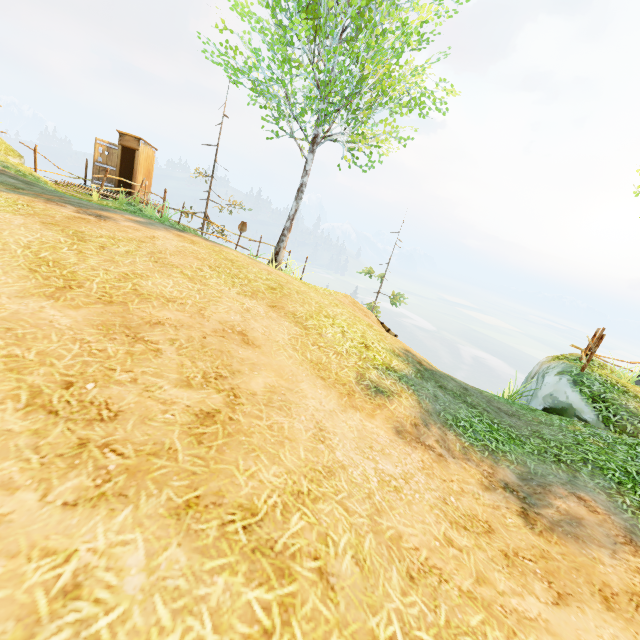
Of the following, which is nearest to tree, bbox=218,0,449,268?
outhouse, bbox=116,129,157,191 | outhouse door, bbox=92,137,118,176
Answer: outhouse, bbox=116,129,157,191

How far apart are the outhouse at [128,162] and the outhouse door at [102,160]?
0.0m

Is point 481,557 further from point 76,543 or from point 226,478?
point 76,543

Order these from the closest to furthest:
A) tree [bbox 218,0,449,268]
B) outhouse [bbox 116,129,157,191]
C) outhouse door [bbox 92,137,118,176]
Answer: tree [bbox 218,0,449,268] → outhouse door [bbox 92,137,118,176] → outhouse [bbox 116,129,157,191]

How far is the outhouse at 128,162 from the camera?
15.1m

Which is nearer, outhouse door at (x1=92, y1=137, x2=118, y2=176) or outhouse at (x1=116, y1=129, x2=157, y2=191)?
outhouse door at (x1=92, y1=137, x2=118, y2=176)

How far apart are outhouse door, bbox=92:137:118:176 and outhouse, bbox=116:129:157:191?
0.0 meters
